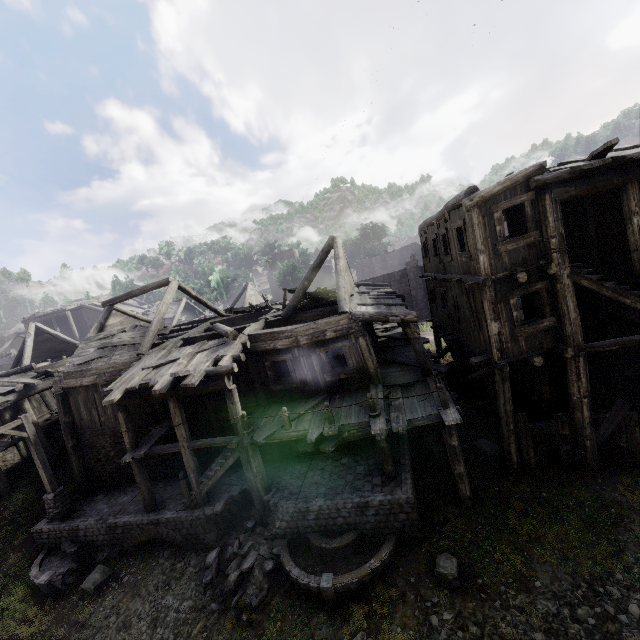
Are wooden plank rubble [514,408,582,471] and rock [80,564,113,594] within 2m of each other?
no

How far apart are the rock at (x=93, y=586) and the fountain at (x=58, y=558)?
0.32m

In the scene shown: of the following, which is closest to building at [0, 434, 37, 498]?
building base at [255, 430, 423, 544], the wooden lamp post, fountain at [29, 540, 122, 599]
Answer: building base at [255, 430, 423, 544]

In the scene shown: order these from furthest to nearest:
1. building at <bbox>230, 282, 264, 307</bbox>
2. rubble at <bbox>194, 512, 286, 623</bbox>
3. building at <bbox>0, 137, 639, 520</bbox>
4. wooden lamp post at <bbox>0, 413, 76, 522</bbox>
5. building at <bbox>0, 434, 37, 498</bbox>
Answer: building at <bbox>230, 282, 264, 307</bbox> < building at <bbox>0, 434, 37, 498</bbox> < wooden lamp post at <bbox>0, 413, 76, 522</bbox> < building at <bbox>0, 137, 639, 520</bbox> < rubble at <bbox>194, 512, 286, 623</bbox>

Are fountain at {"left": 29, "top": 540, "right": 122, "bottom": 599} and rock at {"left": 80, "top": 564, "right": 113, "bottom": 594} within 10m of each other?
yes

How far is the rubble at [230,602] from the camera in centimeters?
965cm

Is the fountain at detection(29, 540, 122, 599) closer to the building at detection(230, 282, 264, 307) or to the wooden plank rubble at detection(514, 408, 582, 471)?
the building at detection(230, 282, 264, 307)

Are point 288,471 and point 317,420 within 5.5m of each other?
yes
